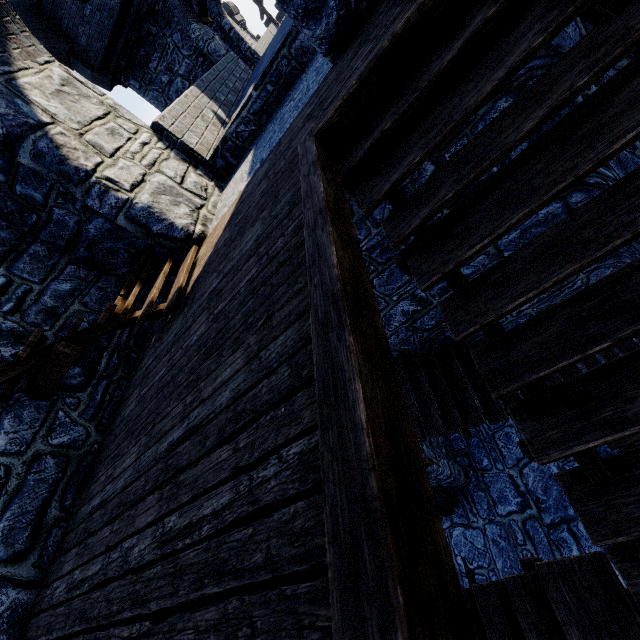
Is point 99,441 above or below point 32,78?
below
